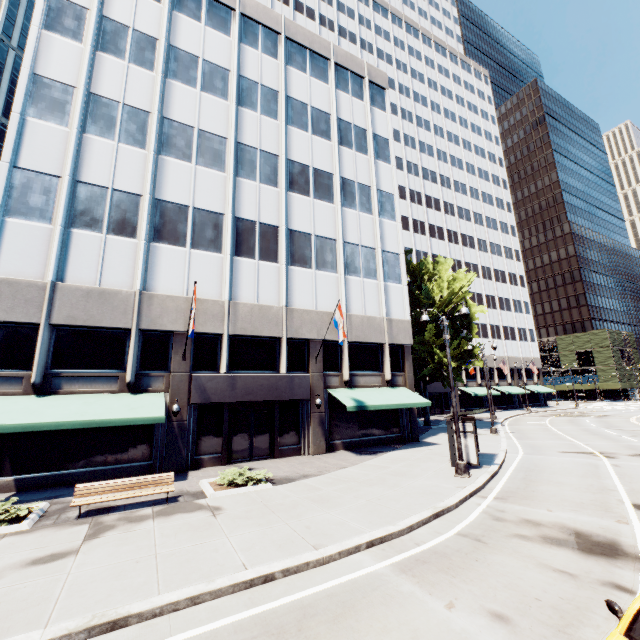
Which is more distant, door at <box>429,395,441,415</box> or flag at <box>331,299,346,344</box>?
door at <box>429,395,441,415</box>

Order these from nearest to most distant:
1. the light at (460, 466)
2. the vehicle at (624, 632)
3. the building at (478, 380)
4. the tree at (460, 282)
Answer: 1. the vehicle at (624, 632)
2. the light at (460, 466)
3. the tree at (460, 282)
4. the building at (478, 380)

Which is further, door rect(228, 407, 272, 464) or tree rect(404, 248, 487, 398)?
tree rect(404, 248, 487, 398)

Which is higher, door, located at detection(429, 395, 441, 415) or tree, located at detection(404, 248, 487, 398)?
tree, located at detection(404, 248, 487, 398)

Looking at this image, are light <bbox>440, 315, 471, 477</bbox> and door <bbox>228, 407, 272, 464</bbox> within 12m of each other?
yes

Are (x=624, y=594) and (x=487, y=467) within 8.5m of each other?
no

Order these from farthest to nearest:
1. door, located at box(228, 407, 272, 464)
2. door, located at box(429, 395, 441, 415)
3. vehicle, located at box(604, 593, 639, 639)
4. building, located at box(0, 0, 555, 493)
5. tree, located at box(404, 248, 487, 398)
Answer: door, located at box(429, 395, 441, 415) < tree, located at box(404, 248, 487, 398) < door, located at box(228, 407, 272, 464) < building, located at box(0, 0, 555, 493) < vehicle, located at box(604, 593, 639, 639)

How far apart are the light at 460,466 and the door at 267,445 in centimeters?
977cm
